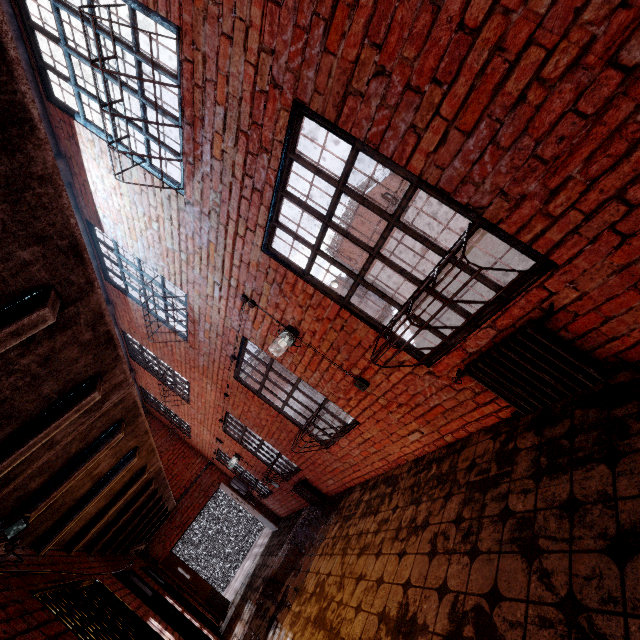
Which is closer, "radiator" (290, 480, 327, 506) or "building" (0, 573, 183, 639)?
"building" (0, 573, 183, 639)

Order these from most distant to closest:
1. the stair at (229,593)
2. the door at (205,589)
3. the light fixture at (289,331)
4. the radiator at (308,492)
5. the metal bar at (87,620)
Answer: the stair at (229,593)
the door at (205,589)
the radiator at (308,492)
the light fixture at (289,331)
the metal bar at (87,620)

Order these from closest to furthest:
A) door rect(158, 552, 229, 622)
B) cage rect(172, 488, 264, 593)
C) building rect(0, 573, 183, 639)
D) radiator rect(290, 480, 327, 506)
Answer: building rect(0, 573, 183, 639) < radiator rect(290, 480, 327, 506) < door rect(158, 552, 229, 622) < cage rect(172, 488, 264, 593)

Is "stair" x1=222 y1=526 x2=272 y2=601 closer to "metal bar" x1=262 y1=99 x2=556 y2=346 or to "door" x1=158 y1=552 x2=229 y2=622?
"door" x1=158 y1=552 x2=229 y2=622

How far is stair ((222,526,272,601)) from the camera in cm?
958

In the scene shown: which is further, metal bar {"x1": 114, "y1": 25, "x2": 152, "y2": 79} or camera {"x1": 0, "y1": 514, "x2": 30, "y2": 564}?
metal bar {"x1": 114, "y1": 25, "x2": 152, "y2": 79}

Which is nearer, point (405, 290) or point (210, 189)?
point (210, 189)

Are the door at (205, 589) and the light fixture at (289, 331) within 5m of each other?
no
